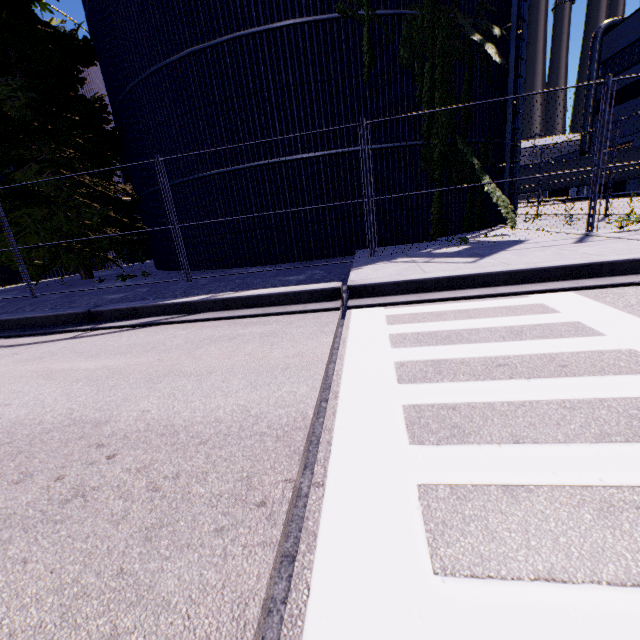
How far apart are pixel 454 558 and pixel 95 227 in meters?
15.6 m

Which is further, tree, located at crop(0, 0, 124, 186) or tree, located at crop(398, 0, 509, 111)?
tree, located at crop(0, 0, 124, 186)

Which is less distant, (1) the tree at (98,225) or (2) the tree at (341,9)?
(2) the tree at (341,9)

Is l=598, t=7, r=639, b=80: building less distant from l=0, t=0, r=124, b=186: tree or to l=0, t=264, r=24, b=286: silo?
l=0, t=0, r=124, b=186: tree

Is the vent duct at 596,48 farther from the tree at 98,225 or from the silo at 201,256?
the tree at 98,225

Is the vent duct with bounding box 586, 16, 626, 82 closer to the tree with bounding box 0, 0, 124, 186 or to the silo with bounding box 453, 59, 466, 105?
the silo with bounding box 453, 59, 466, 105

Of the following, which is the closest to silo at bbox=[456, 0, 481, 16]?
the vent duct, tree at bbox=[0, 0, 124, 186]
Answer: tree at bbox=[0, 0, 124, 186]
